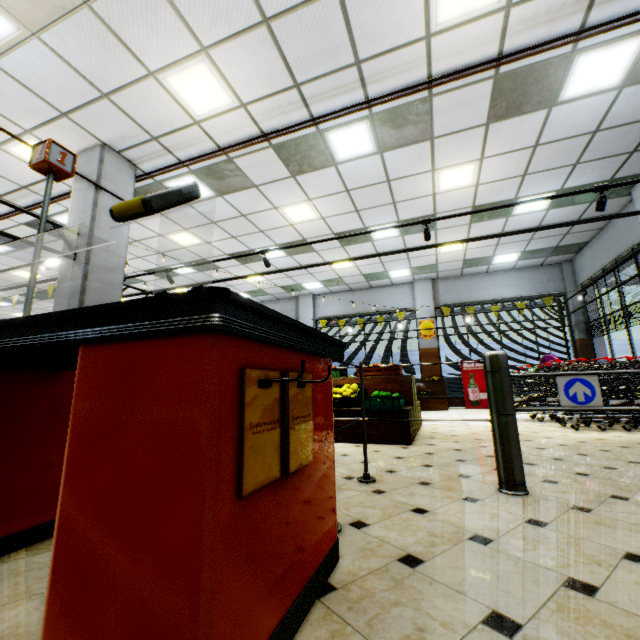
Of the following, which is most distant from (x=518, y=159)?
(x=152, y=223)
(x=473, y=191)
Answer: (x=152, y=223)

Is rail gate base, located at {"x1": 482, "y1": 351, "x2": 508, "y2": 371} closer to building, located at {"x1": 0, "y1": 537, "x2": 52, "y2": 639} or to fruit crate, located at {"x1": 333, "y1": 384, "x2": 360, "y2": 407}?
building, located at {"x1": 0, "y1": 537, "x2": 52, "y2": 639}

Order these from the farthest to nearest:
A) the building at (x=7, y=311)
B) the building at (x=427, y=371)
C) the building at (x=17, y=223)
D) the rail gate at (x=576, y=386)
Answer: the building at (x=7, y=311), the building at (x=427, y=371), the building at (x=17, y=223), the rail gate at (x=576, y=386)

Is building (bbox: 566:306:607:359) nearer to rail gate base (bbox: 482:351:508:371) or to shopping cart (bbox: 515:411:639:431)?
shopping cart (bbox: 515:411:639:431)

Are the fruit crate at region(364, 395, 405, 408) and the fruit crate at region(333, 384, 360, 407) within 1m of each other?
yes

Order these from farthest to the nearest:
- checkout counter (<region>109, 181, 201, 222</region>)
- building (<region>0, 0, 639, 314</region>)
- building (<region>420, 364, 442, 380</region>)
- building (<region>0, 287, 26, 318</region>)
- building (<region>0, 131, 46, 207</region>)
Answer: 1. building (<region>0, 287, 26, 318</region>)
2. building (<region>420, 364, 442, 380</region>)
3. building (<region>0, 131, 46, 207</region>)
4. building (<region>0, 0, 639, 314</region>)
5. checkout counter (<region>109, 181, 201, 222</region>)

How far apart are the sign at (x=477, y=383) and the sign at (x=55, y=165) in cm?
1167

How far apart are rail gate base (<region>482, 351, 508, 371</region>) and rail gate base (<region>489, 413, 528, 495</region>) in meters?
0.3 m
